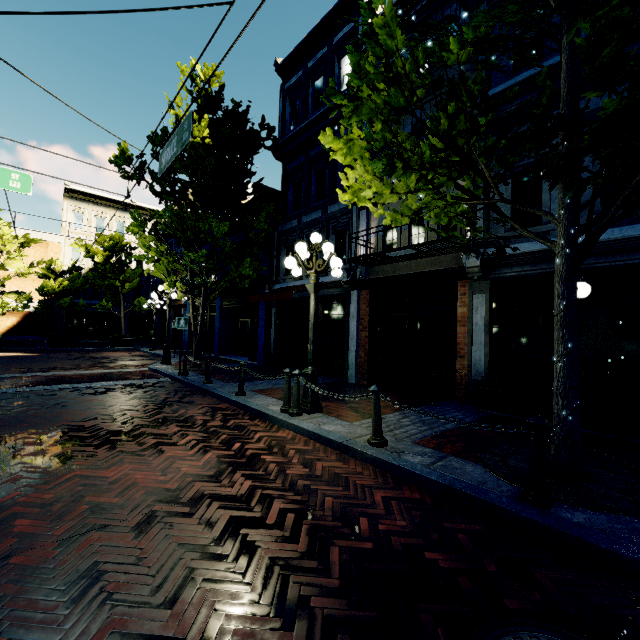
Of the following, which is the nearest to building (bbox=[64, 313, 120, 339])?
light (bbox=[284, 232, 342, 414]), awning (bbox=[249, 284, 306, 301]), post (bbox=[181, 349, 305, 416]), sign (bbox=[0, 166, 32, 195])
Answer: awning (bbox=[249, 284, 306, 301])

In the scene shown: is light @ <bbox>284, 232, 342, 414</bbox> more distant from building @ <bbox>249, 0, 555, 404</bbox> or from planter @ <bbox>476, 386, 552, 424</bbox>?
planter @ <bbox>476, 386, 552, 424</bbox>

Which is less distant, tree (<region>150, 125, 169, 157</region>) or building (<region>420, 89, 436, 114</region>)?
building (<region>420, 89, 436, 114</region>)

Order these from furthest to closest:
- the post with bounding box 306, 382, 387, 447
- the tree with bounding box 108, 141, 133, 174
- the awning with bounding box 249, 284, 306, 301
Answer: the tree with bounding box 108, 141, 133, 174, the awning with bounding box 249, 284, 306, 301, the post with bounding box 306, 382, 387, 447

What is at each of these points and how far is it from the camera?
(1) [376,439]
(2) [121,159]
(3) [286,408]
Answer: (1) post, 4.64m
(2) tree, 11.89m
(3) post, 6.34m

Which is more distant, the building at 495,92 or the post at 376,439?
the building at 495,92

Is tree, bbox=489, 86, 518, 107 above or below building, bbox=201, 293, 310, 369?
above

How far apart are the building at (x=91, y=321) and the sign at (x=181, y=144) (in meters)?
28.91
